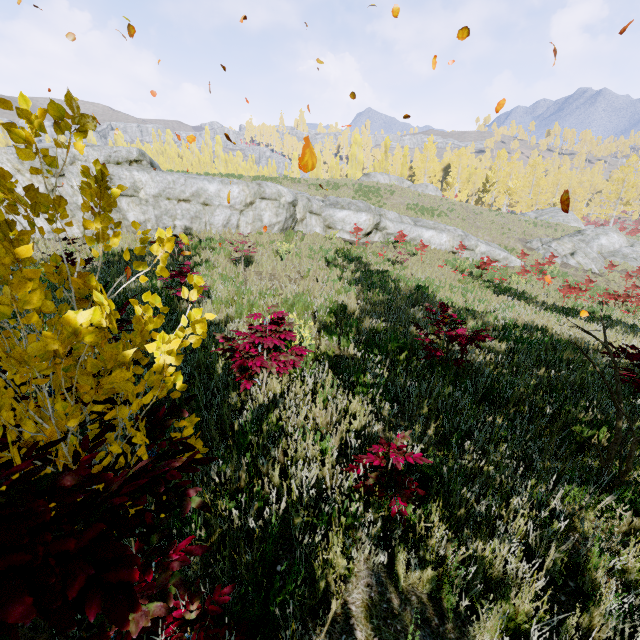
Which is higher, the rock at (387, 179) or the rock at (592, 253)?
the rock at (387, 179)

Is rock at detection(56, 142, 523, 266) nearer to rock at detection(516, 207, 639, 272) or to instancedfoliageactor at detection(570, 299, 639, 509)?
instancedfoliageactor at detection(570, 299, 639, 509)

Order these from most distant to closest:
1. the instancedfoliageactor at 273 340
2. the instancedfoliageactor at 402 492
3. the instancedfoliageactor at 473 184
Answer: the instancedfoliageactor at 473 184
the instancedfoliageactor at 273 340
the instancedfoliageactor at 402 492

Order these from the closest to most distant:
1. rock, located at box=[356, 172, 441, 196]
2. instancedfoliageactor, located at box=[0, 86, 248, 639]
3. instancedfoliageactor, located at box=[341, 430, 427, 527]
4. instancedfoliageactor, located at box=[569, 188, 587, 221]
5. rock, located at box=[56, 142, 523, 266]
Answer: instancedfoliageactor, located at box=[0, 86, 248, 639], instancedfoliageactor, located at box=[341, 430, 427, 527], rock, located at box=[56, 142, 523, 266], rock, located at box=[356, 172, 441, 196], instancedfoliageactor, located at box=[569, 188, 587, 221]

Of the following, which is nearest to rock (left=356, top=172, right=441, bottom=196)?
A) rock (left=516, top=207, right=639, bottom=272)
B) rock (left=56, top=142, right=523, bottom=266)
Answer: rock (left=56, top=142, right=523, bottom=266)

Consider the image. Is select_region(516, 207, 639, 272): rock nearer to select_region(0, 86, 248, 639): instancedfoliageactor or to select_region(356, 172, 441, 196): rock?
select_region(356, 172, 441, 196): rock

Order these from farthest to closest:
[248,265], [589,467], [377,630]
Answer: [248,265] < [589,467] < [377,630]
